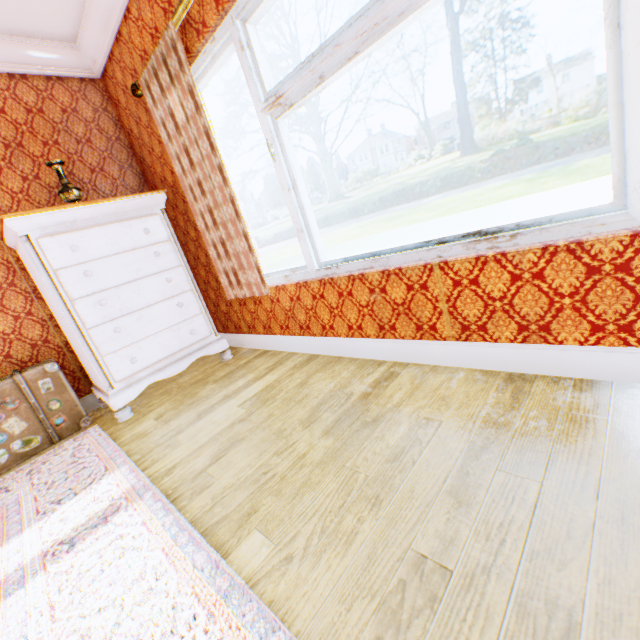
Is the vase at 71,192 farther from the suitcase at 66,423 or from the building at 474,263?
the suitcase at 66,423

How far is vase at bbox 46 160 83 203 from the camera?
2.6m

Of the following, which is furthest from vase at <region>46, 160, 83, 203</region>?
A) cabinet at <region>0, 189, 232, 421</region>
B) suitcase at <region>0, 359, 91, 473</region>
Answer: suitcase at <region>0, 359, 91, 473</region>

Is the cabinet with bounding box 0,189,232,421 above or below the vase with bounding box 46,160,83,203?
below

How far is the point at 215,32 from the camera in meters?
2.1

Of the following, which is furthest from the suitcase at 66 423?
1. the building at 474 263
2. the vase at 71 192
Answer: the vase at 71 192

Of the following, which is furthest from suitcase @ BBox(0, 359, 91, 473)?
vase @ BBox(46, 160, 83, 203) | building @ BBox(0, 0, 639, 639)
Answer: vase @ BBox(46, 160, 83, 203)

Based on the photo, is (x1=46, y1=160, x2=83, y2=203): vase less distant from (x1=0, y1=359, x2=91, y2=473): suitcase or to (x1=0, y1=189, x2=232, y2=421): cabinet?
(x1=0, y1=189, x2=232, y2=421): cabinet
